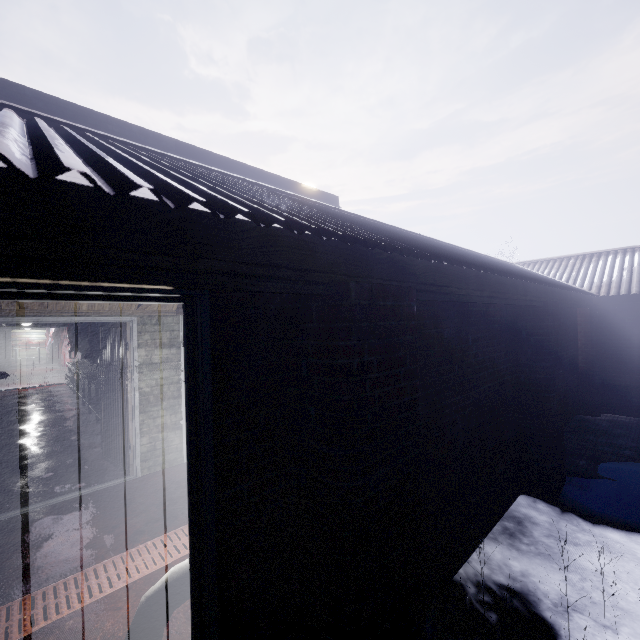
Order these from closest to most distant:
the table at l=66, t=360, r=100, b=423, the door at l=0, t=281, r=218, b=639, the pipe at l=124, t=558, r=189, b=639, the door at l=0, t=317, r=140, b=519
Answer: the door at l=0, t=281, r=218, b=639 → the pipe at l=124, t=558, r=189, b=639 → the door at l=0, t=317, r=140, b=519 → the table at l=66, t=360, r=100, b=423

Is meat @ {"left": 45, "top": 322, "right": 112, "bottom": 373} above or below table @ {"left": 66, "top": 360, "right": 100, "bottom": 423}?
above

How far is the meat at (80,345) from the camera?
6.4m

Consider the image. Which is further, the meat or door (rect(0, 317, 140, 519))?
the meat

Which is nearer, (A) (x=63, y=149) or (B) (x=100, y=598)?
(A) (x=63, y=149)

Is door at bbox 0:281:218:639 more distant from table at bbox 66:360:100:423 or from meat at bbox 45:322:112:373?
meat at bbox 45:322:112:373

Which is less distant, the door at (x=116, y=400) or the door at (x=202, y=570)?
the door at (x=202, y=570)

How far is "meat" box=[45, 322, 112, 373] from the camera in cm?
639
